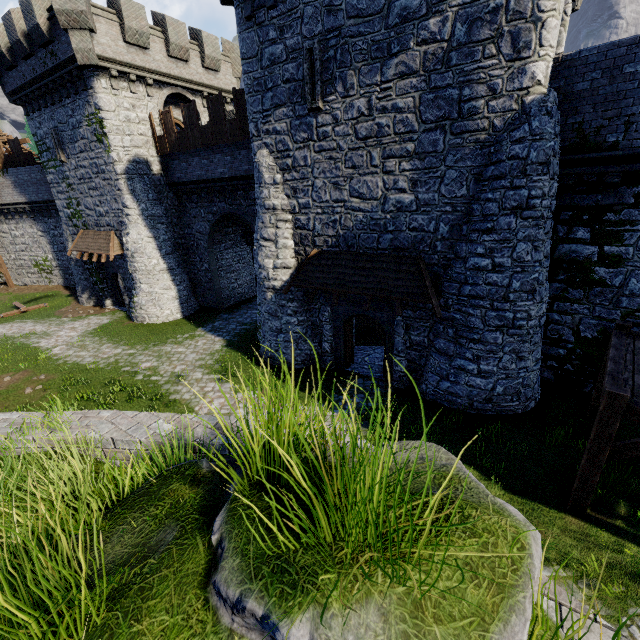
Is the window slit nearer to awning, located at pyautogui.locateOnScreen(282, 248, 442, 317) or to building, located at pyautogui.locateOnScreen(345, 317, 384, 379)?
building, located at pyautogui.locateOnScreen(345, 317, 384, 379)

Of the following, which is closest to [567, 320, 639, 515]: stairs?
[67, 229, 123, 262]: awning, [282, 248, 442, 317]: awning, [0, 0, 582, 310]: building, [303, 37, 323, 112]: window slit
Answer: [282, 248, 442, 317]: awning

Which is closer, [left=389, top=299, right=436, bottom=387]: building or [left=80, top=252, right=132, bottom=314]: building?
[left=389, top=299, right=436, bottom=387]: building

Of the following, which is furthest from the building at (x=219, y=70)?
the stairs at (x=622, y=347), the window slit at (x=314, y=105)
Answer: the stairs at (x=622, y=347)

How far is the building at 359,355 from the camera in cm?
1403

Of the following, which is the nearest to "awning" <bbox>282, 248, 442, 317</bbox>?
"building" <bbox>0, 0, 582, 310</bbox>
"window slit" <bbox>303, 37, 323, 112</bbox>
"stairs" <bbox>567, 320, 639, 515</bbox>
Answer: "building" <bbox>0, 0, 582, 310</bbox>

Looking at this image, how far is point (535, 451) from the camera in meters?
8.8

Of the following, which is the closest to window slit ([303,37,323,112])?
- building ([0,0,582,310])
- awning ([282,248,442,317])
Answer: building ([0,0,582,310])
